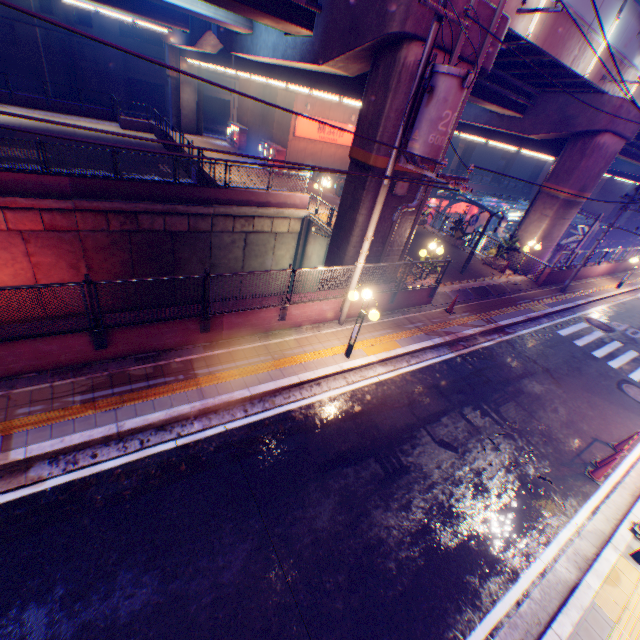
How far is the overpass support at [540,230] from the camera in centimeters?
1811cm

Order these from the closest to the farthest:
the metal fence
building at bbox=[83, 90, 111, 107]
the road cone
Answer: the metal fence → the road cone → building at bbox=[83, 90, 111, 107]

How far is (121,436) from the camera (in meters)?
6.41

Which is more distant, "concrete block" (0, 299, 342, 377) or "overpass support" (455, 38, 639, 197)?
"overpass support" (455, 38, 639, 197)

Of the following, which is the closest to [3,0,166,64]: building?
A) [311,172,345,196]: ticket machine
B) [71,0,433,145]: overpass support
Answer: [71,0,433,145]: overpass support

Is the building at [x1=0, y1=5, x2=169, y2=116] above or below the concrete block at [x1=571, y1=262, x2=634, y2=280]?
above

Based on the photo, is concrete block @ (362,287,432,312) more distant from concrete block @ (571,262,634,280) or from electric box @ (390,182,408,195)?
concrete block @ (571,262,634,280)

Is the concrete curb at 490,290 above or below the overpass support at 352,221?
below
